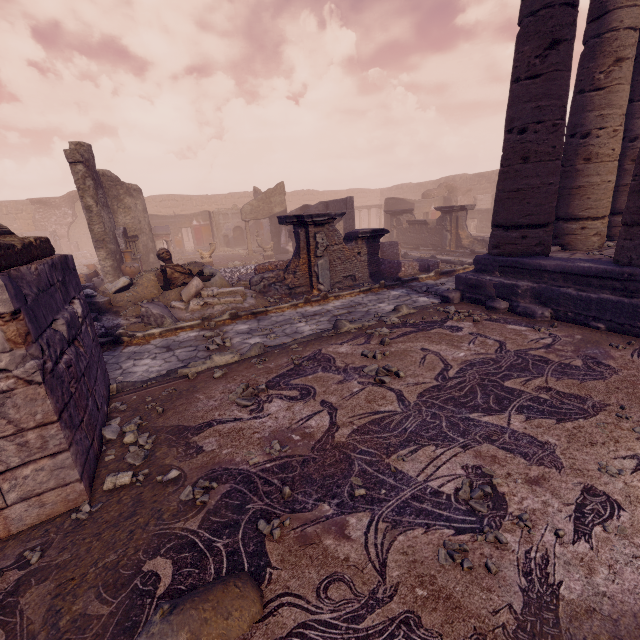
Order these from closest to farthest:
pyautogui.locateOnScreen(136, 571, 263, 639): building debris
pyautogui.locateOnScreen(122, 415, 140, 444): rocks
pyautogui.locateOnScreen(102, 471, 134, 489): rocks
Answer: pyautogui.locateOnScreen(136, 571, 263, 639): building debris < pyautogui.locateOnScreen(102, 471, 134, 489): rocks < pyautogui.locateOnScreen(122, 415, 140, 444): rocks

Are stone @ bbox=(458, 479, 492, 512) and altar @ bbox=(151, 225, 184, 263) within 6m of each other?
no

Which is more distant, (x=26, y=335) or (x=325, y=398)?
(x=325, y=398)

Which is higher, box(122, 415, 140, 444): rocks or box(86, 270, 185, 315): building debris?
box(86, 270, 185, 315): building debris

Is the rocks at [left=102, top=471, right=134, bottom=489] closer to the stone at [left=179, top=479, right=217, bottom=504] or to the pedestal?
the stone at [left=179, top=479, right=217, bottom=504]

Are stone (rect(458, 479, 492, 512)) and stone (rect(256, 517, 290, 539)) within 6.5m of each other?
yes

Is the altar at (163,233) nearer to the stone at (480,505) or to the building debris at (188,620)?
the building debris at (188,620)

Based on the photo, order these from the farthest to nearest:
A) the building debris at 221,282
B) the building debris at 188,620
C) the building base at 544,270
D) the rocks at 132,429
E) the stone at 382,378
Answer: the building debris at 221,282
the building base at 544,270
the stone at 382,378
the rocks at 132,429
the building debris at 188,620
